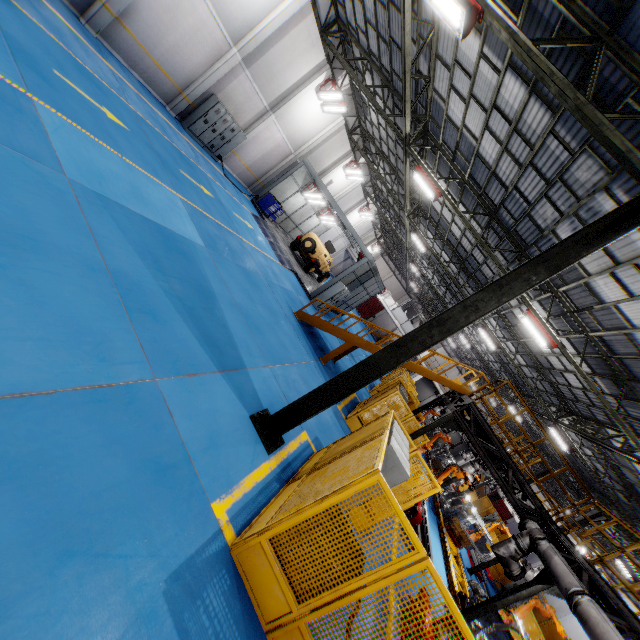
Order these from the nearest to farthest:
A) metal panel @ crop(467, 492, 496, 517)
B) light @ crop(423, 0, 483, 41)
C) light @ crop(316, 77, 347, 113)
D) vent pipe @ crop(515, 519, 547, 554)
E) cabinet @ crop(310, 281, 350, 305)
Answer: light @ crop(423, 0, 483, 41) → vent pipe @ crop(515, 519, 547, 554) → light @ crop(316, 77, 347, 113) → cabinet @ crop(310, 281, 350, 305) → metal panel @ crop(467, 492, 496, 517)

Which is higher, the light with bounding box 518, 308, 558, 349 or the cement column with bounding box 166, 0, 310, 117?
the light with bounding box 518, 308, 558, 349

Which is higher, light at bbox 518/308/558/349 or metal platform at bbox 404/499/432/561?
light at bbox 518/308/558/349

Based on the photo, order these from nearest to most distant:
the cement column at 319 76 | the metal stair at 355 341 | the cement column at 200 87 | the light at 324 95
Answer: the metal stair at 355 341, the cement column at 200 87, the cement column at 319 76, the light at 324 95

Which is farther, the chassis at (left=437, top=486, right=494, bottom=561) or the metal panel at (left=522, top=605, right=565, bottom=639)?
the metal panel at (left=522, top=605, right=565, bottom=639)

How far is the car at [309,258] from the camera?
22.2 meters

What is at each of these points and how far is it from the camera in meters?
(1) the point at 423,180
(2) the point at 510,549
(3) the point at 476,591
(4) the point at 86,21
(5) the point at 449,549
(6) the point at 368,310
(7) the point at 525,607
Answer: (1) light, 13.6 m
(2) vent pipe, 8.9 m
(3) chassis, 10.6 m
(4) cement column, 11.0 m
(5) platform, 13.5 m
(6) door, 52.1 m
(7) robot arm, 12.9 m

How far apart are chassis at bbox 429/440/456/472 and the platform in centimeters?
1cm
